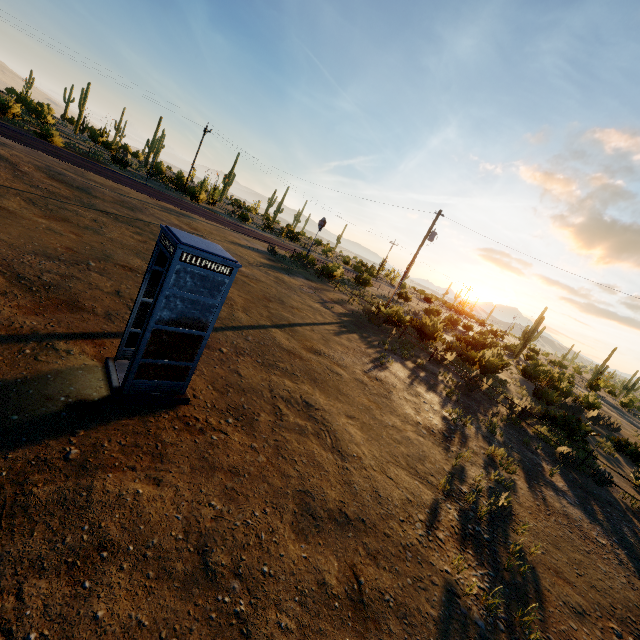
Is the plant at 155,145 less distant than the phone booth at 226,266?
No

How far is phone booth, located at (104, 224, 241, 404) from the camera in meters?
4.7 m

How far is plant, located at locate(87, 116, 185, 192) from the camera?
35.69m

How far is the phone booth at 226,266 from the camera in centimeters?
468cm

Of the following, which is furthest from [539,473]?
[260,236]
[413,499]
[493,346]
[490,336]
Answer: [490,336]

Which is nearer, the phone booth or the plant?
the phone booth
